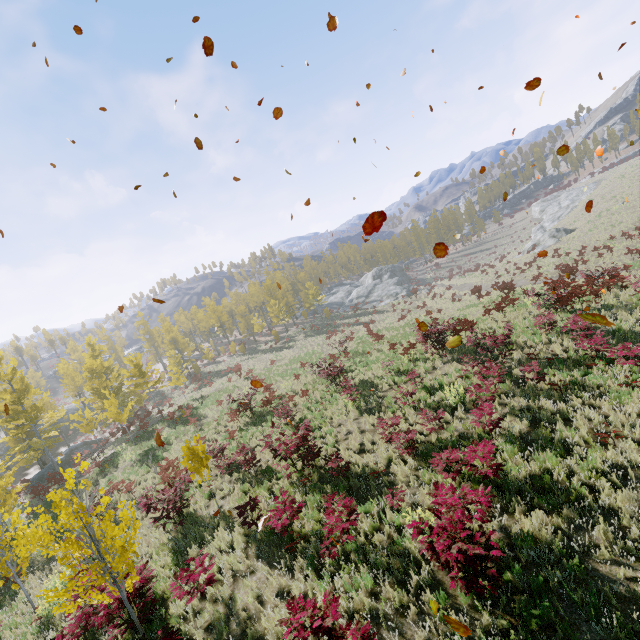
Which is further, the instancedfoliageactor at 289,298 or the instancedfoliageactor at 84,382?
the instancedfoliageactor at 289,298

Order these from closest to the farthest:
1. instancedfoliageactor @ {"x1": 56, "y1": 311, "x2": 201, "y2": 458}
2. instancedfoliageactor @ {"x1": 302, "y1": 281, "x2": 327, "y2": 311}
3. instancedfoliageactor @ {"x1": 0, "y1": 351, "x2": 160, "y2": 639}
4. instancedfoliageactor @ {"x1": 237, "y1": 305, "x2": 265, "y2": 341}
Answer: instancedfoliageactor @ {"x1": 0, "y1": 351, "x2": 160, "y2": 639} → instancedfoliageactor @ {"x1": 56, "y1": 311, "x2": 201, "y2": 458} → instancedfoliageactor @ {"x1": 237, "y1": 305, "x2": 265, "y2": 341} → instancedfoliageactor @ {"x1": 302, "y1": 281, "x2": 327, "y2": 311}

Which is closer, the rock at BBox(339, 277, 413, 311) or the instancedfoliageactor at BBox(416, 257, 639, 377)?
the instancedfoliageactor at BBox(416, 257, 639, 377)

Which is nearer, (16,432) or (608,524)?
(608,524)

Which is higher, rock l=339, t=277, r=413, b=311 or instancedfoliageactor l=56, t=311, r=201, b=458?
instancedfoliageactor l=56, t=311, r=201, b=458

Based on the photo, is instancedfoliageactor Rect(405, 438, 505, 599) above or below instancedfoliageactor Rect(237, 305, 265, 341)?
below
